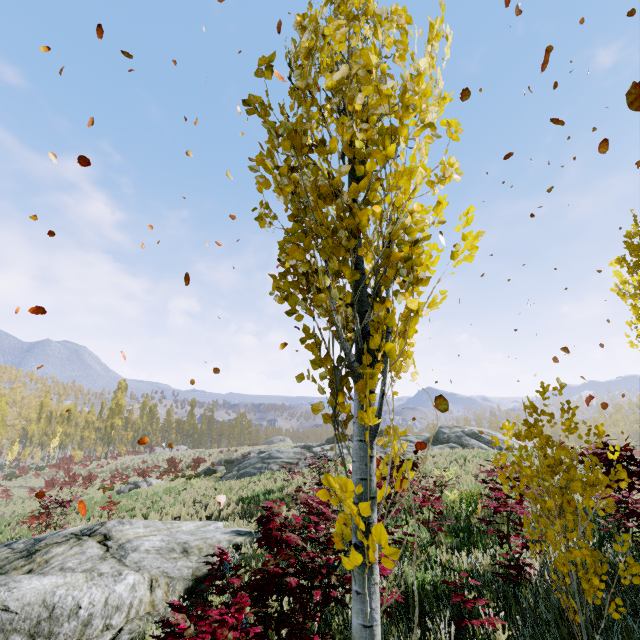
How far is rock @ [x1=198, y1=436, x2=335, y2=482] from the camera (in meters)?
21.33

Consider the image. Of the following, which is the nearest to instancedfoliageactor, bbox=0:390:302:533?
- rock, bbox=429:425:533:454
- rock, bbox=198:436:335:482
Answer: rock, bbox=429:425:533:454

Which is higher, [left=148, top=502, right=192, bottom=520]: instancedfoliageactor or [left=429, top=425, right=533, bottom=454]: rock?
[left=429, top=425, right=533, bottom=454]: rock

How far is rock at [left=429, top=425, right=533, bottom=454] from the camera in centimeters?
1972cm

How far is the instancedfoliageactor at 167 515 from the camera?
12.90m

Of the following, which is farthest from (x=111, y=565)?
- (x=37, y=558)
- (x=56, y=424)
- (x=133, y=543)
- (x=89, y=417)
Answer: (x=89, y=417)

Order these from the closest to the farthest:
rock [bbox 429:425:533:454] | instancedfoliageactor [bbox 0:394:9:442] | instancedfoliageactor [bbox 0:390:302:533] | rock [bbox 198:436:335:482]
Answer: instancedfoliageactor [bbox 0:390:302:533] → rock [bbox 429:425:533:454] → rock [bbox 198:436:335:482] → instancedfoliageactor [bbox 0:394:9:442]

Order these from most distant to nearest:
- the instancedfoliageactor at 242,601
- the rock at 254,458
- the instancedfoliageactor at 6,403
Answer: the instancedfoliageactor at 6,403, the rock at 254,458, the instancedfoliageactor at 242,601
